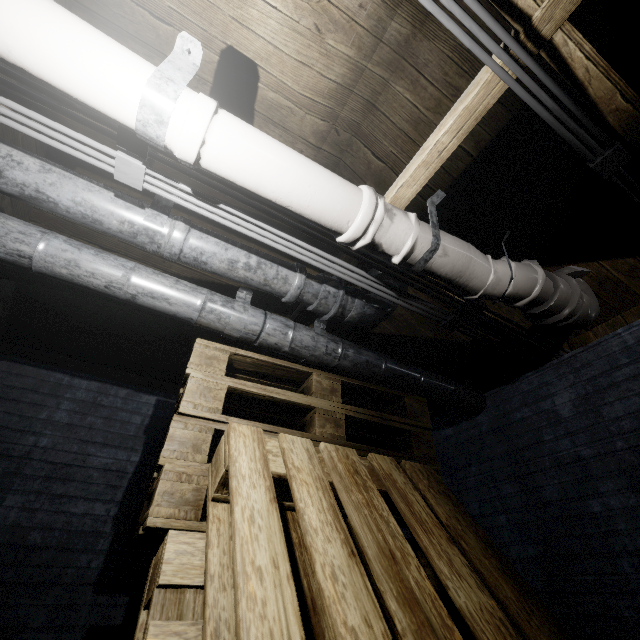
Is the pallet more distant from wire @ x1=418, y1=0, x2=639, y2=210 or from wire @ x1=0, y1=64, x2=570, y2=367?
wire @ x1=418, y1=0, x2=639, y2=210

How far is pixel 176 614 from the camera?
0.8m

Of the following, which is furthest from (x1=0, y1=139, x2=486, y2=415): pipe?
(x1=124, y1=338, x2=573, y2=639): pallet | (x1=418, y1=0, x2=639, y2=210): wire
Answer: (x1=418, y1=0, x2=639, y2=210): wire

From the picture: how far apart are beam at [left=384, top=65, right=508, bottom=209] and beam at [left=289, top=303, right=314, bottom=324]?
0.1 meters

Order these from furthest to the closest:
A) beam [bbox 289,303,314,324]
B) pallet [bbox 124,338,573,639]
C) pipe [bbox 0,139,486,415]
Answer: beam [bbox 289,303,314,324] < pipe [bbox 0,139,486,415] < pallet [bbox 124,338,573,639]

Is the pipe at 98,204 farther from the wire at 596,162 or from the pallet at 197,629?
the wire at 596,162

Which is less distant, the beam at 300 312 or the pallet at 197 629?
the pallet at 197 629
